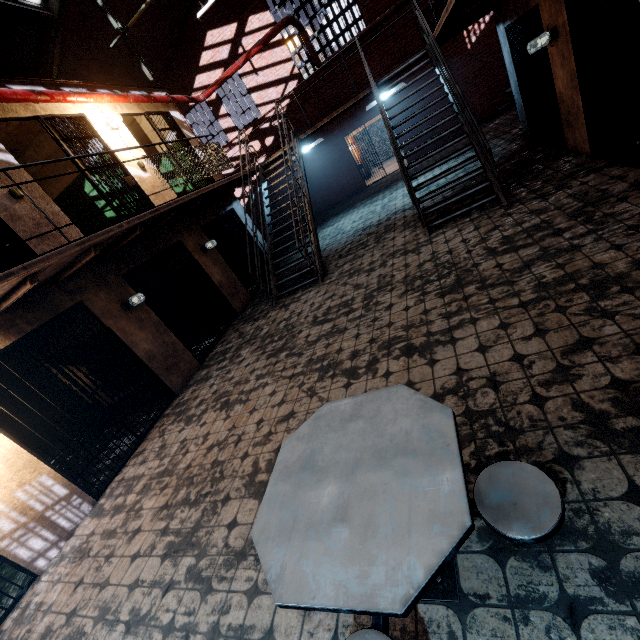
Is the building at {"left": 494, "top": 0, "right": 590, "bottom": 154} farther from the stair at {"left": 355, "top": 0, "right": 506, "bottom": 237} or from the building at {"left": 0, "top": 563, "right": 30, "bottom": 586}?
the building at {"left": 0, "top": 563, "right": 30, "bottom": 586}

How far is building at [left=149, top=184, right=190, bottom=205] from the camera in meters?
7.6

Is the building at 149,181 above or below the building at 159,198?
above

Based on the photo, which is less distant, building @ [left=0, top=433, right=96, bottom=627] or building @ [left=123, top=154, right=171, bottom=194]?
building @ [left=0, top=433, right=96, bottom=627]

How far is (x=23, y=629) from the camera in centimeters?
333cm

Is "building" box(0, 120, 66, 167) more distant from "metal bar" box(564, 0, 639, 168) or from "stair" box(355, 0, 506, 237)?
"metal bar" box(564, 0, 639, 168)

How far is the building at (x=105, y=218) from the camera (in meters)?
5.61
